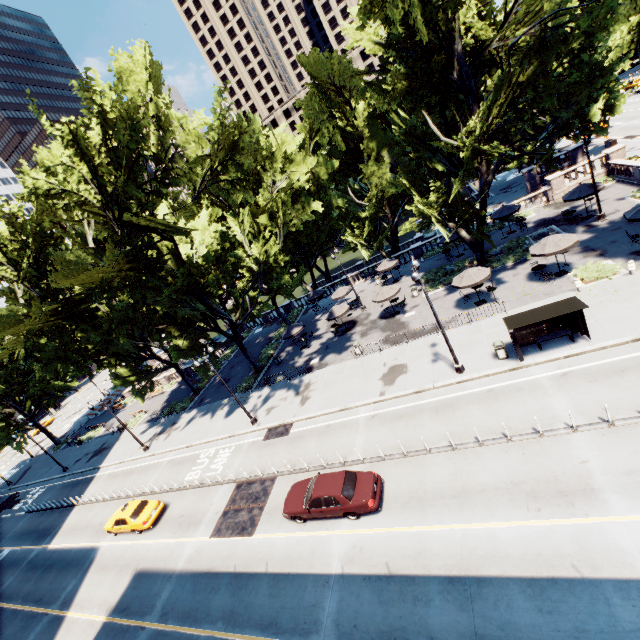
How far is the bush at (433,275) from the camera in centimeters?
3023cm

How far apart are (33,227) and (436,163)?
27.9 meters

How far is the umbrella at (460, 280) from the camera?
22.7 meters

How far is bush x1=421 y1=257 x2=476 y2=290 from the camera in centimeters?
3023cm

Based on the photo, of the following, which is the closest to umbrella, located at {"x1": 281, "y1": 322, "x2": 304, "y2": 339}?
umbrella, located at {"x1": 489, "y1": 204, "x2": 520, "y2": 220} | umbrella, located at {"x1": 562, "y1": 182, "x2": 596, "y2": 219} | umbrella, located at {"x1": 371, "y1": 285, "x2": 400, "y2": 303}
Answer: umbrella, located at {"x1": 371, "y1": 285, "x2": 400, "y2": 303}

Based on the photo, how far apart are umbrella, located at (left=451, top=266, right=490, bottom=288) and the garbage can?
5.8 meters

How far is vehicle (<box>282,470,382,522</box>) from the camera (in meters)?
14.09

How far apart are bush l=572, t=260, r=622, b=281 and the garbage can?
7.39m
